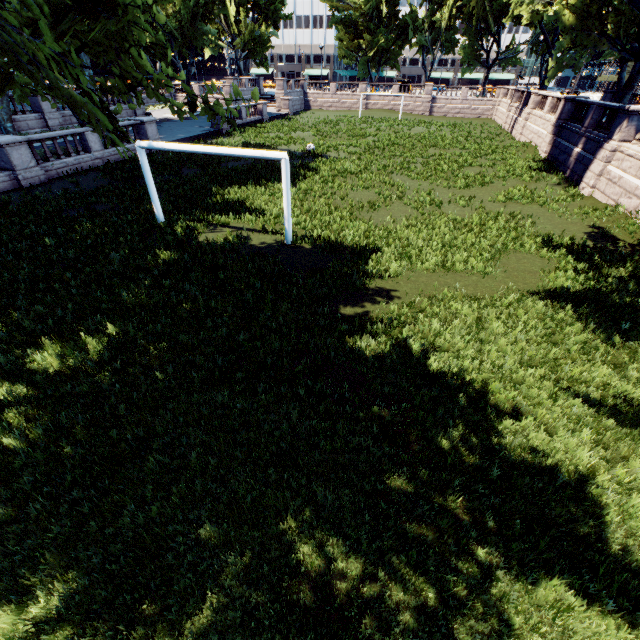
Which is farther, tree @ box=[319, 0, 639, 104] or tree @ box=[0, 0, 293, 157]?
tree @ box=[319, 0, 639, 104]

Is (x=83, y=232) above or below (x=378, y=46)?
below

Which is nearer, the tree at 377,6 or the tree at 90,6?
the tree at 90,6
